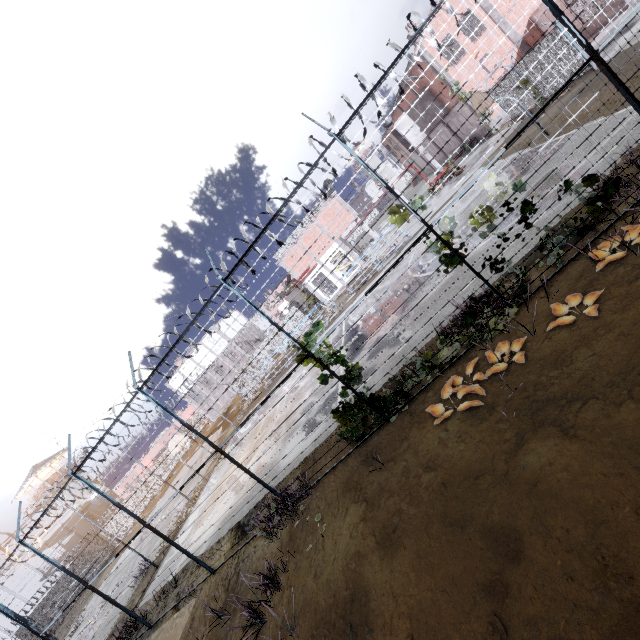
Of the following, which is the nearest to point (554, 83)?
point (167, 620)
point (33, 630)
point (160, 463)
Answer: point (160, 463)

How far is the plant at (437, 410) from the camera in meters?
6.3 m

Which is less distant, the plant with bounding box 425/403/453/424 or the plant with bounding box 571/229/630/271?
the plant with bounding box 571/229/630/271

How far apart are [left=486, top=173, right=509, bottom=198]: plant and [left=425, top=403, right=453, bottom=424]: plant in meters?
4.4 m

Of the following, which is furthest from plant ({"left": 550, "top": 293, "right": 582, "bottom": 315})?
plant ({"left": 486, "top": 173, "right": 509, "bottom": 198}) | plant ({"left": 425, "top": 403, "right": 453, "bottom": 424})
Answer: plant ({"left": 425, "top": 403, "right": 453, "bottom": 424})

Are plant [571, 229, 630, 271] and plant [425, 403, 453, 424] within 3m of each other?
no

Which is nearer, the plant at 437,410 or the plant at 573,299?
the plant at 573,299

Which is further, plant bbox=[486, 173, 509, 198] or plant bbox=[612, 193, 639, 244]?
plant bbox=[486, 173, 509, 198]
